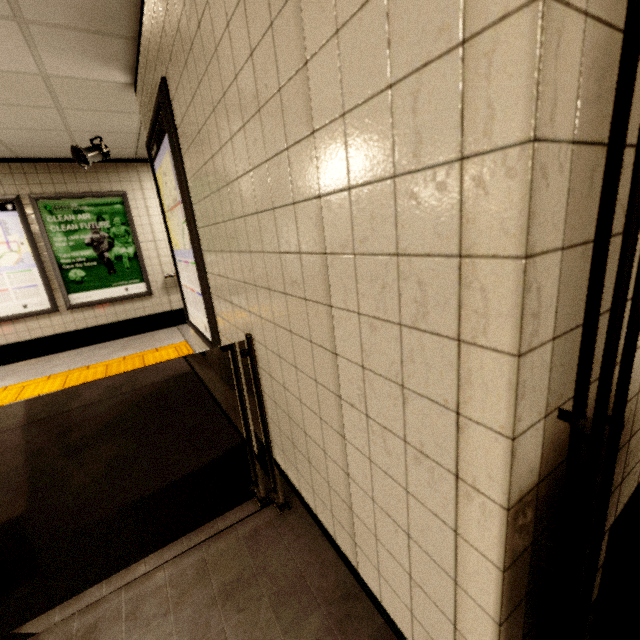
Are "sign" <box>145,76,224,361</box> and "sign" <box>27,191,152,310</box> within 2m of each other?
no

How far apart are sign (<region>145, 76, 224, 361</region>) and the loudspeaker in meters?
1.7

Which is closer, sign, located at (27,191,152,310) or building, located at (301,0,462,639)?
building, located at (301,0,462,639)

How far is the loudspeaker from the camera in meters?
4.0

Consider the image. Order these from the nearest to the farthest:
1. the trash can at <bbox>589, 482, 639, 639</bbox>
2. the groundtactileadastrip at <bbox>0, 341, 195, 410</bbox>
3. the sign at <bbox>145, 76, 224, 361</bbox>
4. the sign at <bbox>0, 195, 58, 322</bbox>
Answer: the trash can at <bbox>589, 482, 639, 639</bbox> → the sign at <bbox>145, 76, 224, 361</bbox> → the groundtactileadastrip at <bbox>0, 341, 195, 410</bbox> → the sign at <bbox>0, 195, 58, 322</bbox>

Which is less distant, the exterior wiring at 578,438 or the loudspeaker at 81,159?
the exterior wiring at 578,438

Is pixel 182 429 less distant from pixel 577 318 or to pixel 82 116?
pixel 577 318

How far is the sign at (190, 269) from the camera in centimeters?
197cm
